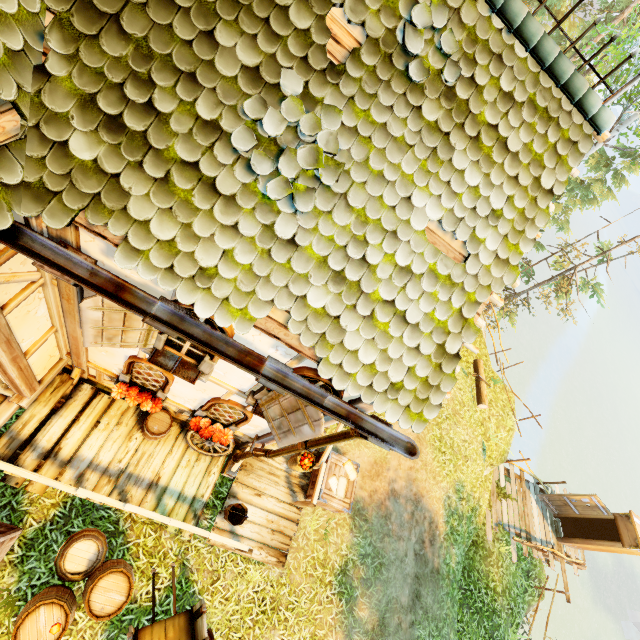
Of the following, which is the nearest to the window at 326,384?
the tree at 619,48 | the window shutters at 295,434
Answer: the window shutters at 295,434

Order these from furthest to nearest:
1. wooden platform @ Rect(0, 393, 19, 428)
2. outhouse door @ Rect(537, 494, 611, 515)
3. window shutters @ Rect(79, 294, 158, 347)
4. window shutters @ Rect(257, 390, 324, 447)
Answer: outhouse door @ Rect(537, 494, 611, 515) → wooden platform @ Rect(0, 393, 19, 428) → window shutters @ Rect(257, 390, 324, 447) → window shutters @ Rect(79, 294, 158, 347)

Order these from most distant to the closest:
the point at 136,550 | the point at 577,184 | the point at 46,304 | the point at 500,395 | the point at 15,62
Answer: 1. the point at 577,184
2. the point at 500,395
3. the point at 136,550
4. the point at 46,304
5. the point at 15,62

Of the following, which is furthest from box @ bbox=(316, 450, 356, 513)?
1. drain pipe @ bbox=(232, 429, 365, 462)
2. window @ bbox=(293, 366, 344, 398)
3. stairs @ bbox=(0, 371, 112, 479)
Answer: stairs @ bbox=(0, 371, 112, 479)

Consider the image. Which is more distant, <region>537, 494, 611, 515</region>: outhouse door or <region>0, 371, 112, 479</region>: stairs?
<region>537, 494, 611, 515</region>: outhouse door

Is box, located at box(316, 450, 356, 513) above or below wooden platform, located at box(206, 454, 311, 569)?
above

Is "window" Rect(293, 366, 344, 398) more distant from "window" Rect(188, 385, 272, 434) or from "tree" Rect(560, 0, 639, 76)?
"tree" Rect(560, 0, 639, 76)

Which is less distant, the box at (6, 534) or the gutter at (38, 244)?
the gutter at (38, 244)
